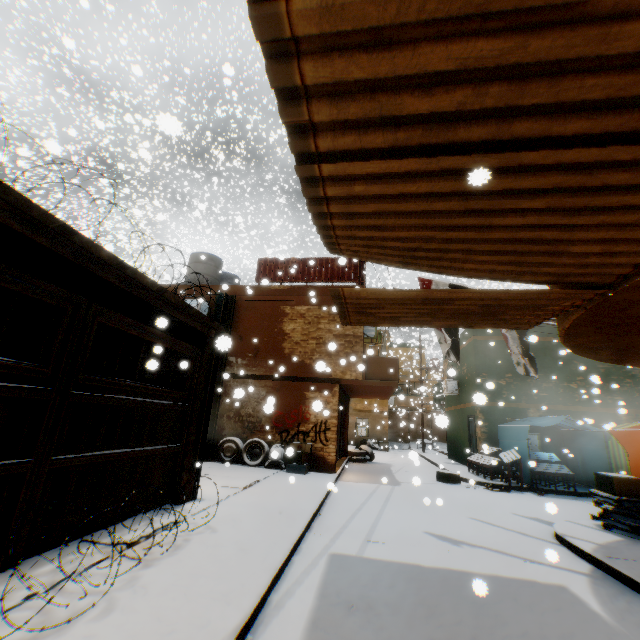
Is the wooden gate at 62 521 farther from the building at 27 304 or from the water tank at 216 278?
the water tank at 216 278

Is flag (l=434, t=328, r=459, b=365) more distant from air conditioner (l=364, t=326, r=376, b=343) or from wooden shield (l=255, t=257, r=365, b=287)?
air conditioner (l=364, t=326, r=376, b=343)

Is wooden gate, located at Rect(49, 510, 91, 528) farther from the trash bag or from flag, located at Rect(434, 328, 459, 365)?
the trash bag

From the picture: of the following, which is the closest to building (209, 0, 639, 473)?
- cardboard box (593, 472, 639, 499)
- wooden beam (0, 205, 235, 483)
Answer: wooden beam (0, 205, 235, 483)

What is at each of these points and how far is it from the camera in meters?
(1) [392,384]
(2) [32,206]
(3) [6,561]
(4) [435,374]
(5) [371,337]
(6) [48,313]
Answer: (1) balcony, 12.0 m
(2) building, 3.3 m
(3) wooden gate, 3.3 m
(4) building, 54.2 m
(5) air conditioner, 13.2 m
(6) building, 6.8 m

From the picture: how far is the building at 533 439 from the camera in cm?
1355

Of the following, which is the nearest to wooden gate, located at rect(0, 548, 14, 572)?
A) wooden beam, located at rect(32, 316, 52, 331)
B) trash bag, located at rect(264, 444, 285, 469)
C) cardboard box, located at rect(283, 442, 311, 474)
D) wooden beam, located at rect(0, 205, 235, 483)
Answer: wooden beam, located at rect(0, 205, 235, 483)

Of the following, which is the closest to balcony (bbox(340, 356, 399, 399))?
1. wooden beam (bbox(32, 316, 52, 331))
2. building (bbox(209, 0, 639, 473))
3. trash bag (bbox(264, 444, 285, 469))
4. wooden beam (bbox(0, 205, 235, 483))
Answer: building (bbox(209, 0, 639, 473))
